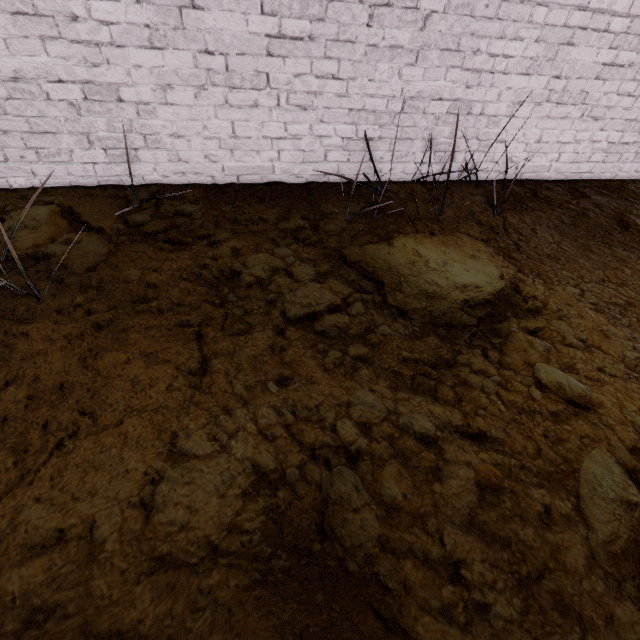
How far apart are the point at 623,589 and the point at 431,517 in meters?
0.6
